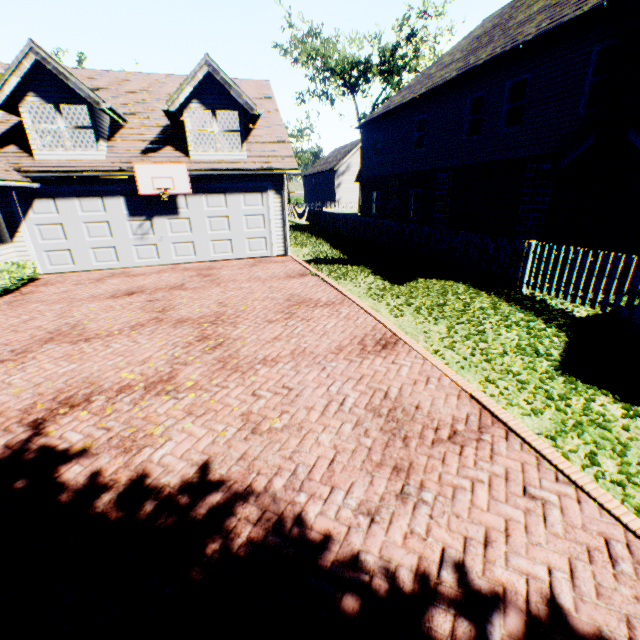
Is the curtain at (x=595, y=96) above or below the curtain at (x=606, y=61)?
below

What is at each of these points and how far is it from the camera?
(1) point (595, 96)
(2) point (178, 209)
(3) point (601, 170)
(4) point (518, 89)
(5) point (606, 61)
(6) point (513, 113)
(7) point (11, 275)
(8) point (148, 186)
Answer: (1) curtain, 9.4 meters
(2) garage door, 12.6 meters
(3) chimney, 8.6 meters
(4) curtain, 11.7 meters
(5) curtain, 9.0 meters
(6) curtain, 12.0 meters
(7) hedge, 10.0 meters
(8) basketball hoop, 11.6 meters

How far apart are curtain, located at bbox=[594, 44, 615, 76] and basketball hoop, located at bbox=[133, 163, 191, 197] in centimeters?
1301cm

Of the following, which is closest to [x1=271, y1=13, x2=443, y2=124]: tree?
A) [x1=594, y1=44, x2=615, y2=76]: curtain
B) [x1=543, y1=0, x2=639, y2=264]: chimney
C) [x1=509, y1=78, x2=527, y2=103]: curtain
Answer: [x1=543, y1=0, x2=639, y2=264]: chimney

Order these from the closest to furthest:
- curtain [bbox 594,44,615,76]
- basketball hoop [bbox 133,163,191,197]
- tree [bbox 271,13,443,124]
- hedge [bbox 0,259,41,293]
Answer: curtain [bbox 594,44,615,76] → hedge [bbox 0,259,41,293] → basketball hoop [bbox 133,163,191,197] → tree [bbox 271,13,443,124]

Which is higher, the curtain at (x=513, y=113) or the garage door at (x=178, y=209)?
the curtain at (x=513, y=113)

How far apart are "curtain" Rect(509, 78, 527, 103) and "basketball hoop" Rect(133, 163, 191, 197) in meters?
11.9 m

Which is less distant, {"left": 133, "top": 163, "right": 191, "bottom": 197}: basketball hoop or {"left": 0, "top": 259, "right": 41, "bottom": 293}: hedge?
{"left": 0, "top": 259, "right": 41, "bottom": 293}: hedge
